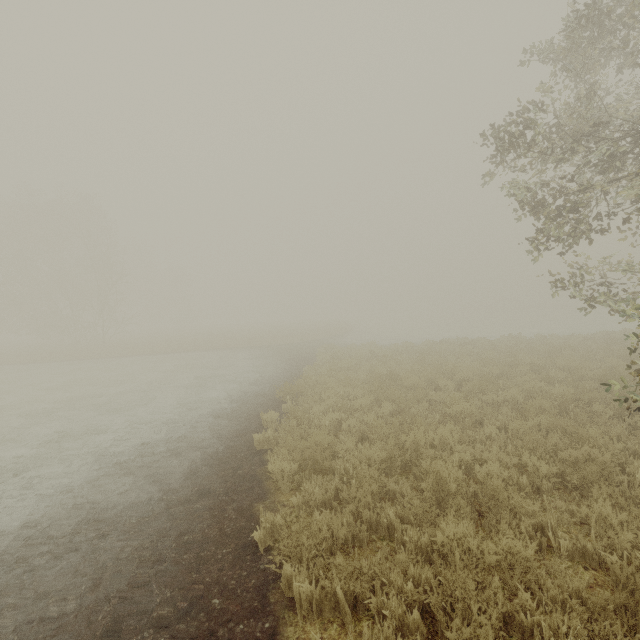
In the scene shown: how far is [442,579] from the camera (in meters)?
2.89
